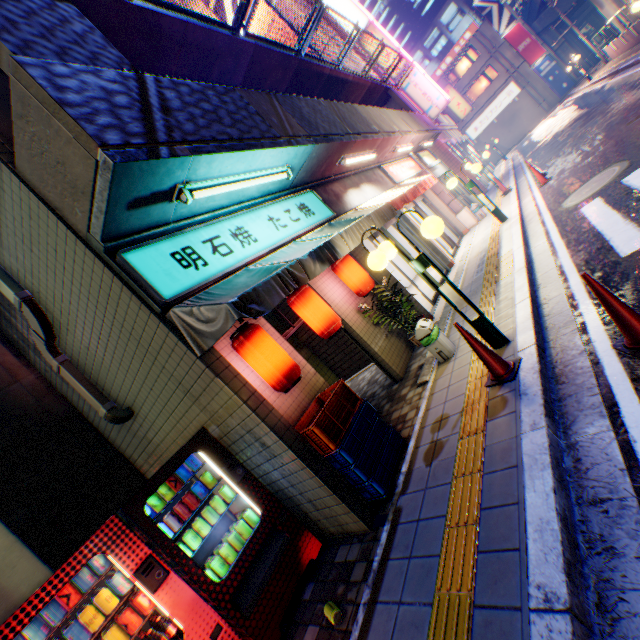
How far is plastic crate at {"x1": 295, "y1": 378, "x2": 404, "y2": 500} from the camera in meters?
3.7

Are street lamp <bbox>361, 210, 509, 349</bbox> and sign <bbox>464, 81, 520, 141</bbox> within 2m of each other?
no

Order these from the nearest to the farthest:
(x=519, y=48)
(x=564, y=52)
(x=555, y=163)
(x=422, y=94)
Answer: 1. (x=555, y=163)
2. (x=422, y=94)
3. (x=519, y=48)
4. (x=564, y=52)

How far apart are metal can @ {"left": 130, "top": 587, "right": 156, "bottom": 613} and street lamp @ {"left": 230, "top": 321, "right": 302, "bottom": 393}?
2.2 meters

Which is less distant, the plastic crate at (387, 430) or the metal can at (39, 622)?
the metal can at (39, 622)

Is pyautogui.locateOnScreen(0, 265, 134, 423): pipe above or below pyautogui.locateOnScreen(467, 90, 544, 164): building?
above

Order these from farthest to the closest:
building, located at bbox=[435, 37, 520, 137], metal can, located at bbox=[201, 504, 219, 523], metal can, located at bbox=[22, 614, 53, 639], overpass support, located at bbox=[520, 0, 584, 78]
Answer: overpass support, located at bbox=[520, 0, 584, 78]
building, located at bbox=[435, 37, 520, 137]
metal can, located at bbox=[201, 504, 219, 523]
metal can, located at bbox=[22, 614, 53, 639]

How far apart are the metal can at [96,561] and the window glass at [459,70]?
49.50m
